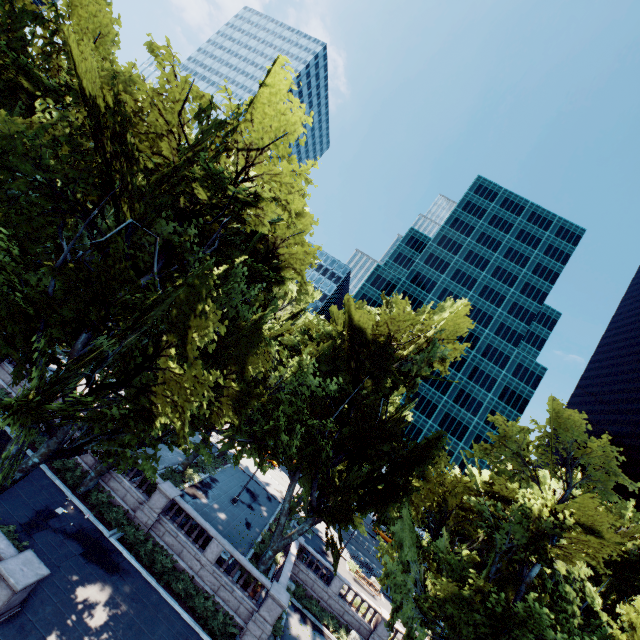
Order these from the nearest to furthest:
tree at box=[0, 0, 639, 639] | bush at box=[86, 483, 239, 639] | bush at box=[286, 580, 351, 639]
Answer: tree at box=[0, 0, 639, 639], bush at box=[86, 483, 239, 639], bush at box=[286, 580, 351, 639]

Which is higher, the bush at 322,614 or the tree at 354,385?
the tree at 354,385

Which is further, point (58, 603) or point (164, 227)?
point (164, 227)

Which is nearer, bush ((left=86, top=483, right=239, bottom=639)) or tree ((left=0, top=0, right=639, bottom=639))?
tree ((left=0, top=0, right=639, bottom=639))

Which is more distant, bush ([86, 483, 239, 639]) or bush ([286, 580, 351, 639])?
bush ([286, 580, 351, 639])

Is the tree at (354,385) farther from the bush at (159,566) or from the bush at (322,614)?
the bush at (322,614)

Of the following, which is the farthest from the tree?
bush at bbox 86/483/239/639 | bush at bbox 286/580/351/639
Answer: bush at bbox 286/580/351/639

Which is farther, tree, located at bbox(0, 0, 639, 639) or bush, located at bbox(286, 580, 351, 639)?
bush, located at bbox(286, 580, 351, 639)
